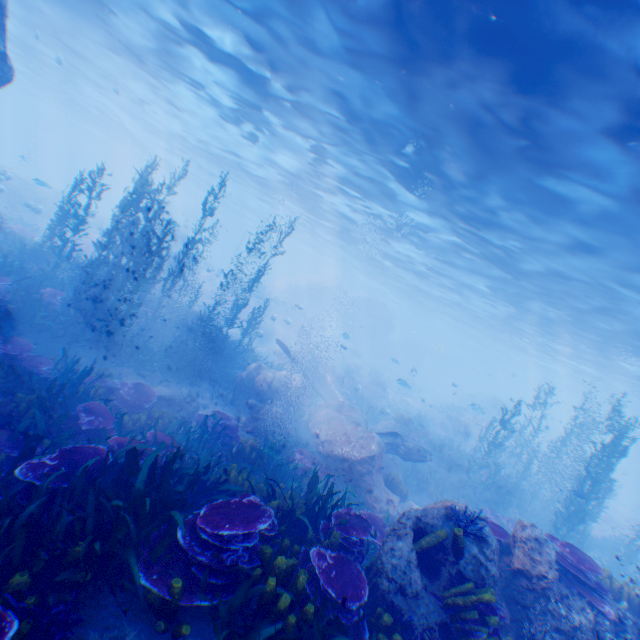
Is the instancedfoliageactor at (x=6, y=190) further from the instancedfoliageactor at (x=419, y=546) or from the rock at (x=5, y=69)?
the instancedfoliageactor at (x=419, y=546)

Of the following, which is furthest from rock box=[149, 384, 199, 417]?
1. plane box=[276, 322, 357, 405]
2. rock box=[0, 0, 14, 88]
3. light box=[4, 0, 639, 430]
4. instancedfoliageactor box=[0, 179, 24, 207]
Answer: instancedfoliageactor box=[0, 179, 24, 207]

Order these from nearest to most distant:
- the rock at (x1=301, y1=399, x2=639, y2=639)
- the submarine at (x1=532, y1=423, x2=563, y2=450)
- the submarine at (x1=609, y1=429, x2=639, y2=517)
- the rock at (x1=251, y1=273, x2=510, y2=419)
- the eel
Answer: the rock at (x1=301, y1=399, x2=639, y2=639) → the eel → the rock at (x1=251, y1=273, x2=510, y2=419) → the submarine at (x1=609, y1=429, x2=639, y2=517) → the submarine at (x1=532, y1=423, x2=563, y2=450)

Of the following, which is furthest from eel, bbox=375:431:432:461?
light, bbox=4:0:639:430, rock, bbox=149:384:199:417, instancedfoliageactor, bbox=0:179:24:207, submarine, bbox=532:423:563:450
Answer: instancedfoliageactor, bbox=0:179:24:207

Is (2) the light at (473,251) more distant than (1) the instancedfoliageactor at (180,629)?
Yes

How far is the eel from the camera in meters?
13.0

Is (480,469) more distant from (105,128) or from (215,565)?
(105,128)

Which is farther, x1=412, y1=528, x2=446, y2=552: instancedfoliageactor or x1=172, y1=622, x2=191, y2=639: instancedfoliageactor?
x1=412, y1=528, x2=446, y2=552: instancedfoliageactor
